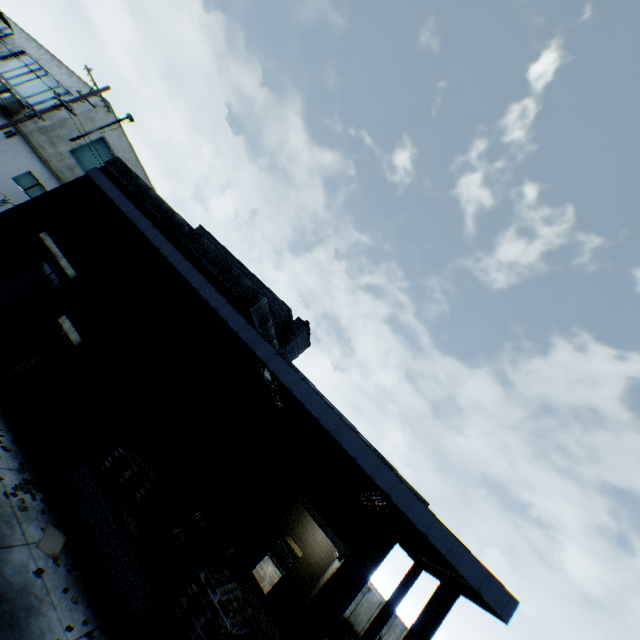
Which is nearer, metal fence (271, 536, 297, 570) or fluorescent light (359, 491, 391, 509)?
fluorescent light (359, 491, 391, 509)

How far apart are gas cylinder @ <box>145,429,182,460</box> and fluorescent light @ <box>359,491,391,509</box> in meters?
7.1 m

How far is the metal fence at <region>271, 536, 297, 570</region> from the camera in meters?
21.4

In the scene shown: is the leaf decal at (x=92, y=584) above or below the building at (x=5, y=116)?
below

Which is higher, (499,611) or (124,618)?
(499,611)

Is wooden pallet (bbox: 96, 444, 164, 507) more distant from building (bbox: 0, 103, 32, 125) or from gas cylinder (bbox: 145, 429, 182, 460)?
building (bbox: 0, 103, 32, 125)

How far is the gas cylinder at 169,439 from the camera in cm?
1096

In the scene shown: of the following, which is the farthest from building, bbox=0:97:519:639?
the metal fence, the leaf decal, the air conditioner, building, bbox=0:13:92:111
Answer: the air conditioner
